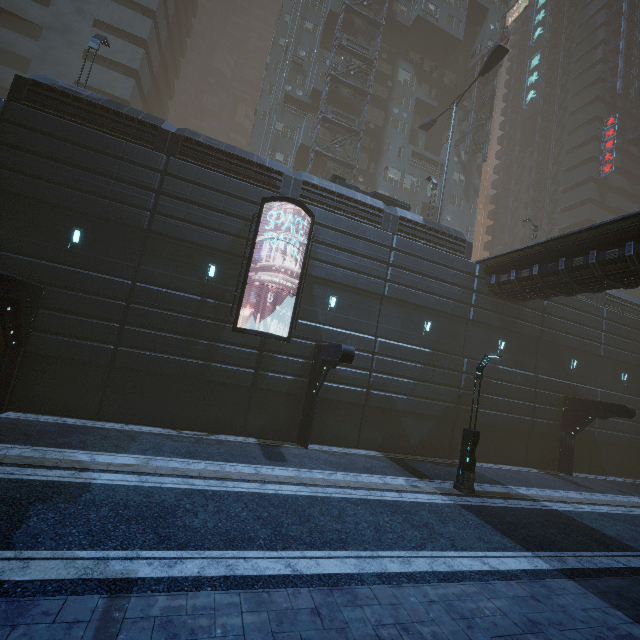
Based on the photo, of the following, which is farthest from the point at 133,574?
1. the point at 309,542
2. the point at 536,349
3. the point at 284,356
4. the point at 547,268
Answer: the point at 536,349

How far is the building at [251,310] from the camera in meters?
15.5

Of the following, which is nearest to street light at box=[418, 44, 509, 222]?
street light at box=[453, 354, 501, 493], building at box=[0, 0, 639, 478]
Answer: building at box=[0, 0, 639, 478]

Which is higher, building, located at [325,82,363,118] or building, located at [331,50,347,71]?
building, located at [331,50,347,71]

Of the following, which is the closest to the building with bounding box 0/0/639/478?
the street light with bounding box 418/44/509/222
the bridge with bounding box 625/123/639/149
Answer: the bridge with bounding box 625/123/639/149

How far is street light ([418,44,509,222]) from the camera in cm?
2078

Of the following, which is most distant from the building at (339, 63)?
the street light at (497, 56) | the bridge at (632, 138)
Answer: the street light at (497, 56)

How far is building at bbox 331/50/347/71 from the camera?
32.19m
